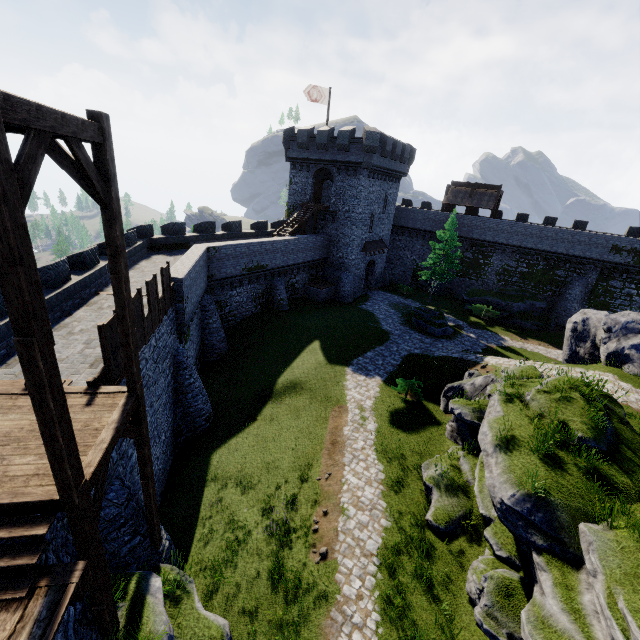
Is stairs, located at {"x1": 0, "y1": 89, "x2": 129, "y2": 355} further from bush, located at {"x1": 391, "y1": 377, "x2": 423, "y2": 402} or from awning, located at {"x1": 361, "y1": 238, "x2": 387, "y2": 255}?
awning, located at {"x1": 361, "y1": 238, "x2": 387, "y2": 255}

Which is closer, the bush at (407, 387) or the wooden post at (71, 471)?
the wooden post at (71, 471)

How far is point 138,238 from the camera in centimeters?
2297cm

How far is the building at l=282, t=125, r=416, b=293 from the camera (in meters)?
31.80

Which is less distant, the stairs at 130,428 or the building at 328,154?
the stairs at 130,428

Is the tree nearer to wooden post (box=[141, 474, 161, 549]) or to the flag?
the flag

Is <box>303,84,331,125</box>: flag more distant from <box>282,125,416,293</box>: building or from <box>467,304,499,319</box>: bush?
<box>467,304,499,319</box>: bush

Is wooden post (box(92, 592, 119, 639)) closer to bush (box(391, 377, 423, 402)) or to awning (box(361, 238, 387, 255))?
bush (box(391, 377, 423, 402))
